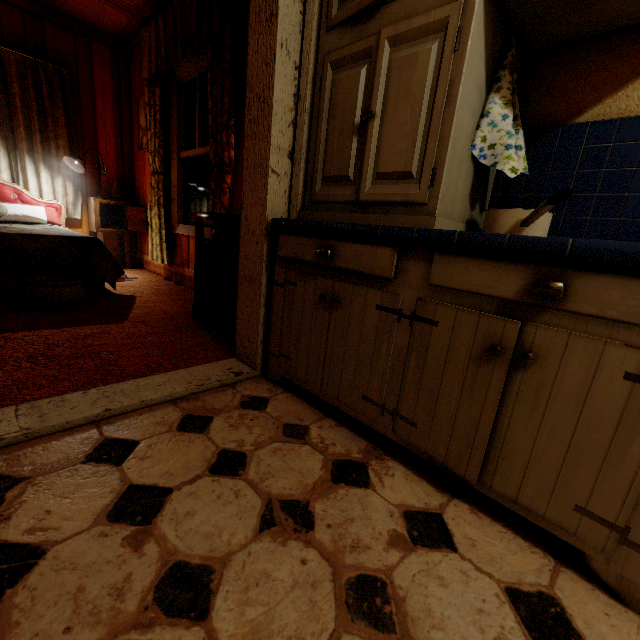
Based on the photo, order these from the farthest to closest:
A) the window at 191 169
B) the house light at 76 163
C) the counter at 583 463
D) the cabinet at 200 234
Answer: the house light at 76 163, the window at 191 169, the cabinet at 200 234, the counter at 583 463

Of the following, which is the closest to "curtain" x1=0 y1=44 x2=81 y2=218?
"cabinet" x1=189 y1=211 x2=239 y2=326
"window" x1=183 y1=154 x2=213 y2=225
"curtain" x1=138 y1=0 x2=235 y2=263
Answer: "curtain" x1=138 y1=0 x2=235 y2=263

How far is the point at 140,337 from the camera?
2.06m

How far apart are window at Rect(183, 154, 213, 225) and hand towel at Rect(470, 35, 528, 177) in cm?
253

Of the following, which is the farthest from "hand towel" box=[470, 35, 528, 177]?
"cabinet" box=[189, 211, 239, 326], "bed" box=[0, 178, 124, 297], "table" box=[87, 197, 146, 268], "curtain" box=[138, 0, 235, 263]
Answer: "table" box=[87, 197, 146, 268]

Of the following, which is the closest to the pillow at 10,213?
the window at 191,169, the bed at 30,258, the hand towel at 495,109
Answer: the bed at 30,258

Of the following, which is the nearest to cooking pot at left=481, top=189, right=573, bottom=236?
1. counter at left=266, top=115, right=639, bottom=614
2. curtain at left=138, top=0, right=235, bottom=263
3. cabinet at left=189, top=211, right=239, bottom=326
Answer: counter at left=266, top=115, right=639, bottom=614

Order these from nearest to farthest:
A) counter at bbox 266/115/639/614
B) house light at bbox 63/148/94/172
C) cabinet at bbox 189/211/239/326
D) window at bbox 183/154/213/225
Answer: counter at bbox 266/115/639/614, cabinet at bbox 189/211/239/326, window at bbox 183/154/213/225, house light at bbox 63/148/94/172
